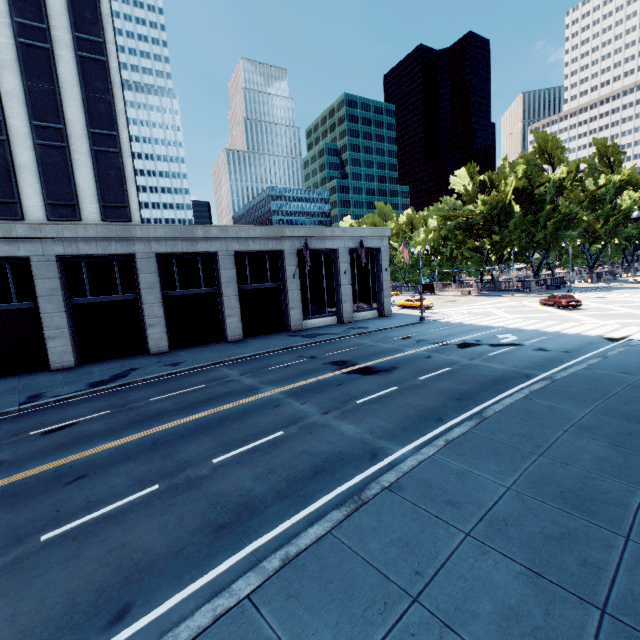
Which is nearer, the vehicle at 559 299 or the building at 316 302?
the building at 316 302

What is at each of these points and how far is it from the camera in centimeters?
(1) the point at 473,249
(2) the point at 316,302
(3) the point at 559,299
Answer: (1) tree, 5262cm
(2) building, 3281cm
(3) vehicle, 3262cm

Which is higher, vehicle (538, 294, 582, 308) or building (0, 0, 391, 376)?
building (0, 0, 391, 376)

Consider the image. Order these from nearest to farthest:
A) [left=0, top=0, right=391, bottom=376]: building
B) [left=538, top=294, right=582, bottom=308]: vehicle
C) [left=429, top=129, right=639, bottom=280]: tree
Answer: [left=0, top=0, right=391, bottom=376]: building < [left=538, top=294, right=582, bottom=308]: vehicle < [left=429, top=129, right=639, bottom=280]: tree

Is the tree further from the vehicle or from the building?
the building

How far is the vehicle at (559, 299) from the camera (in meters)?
31.53

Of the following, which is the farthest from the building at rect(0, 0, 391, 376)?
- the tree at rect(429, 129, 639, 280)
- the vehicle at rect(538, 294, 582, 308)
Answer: the tree at rect(429, 129, 639, 280)
